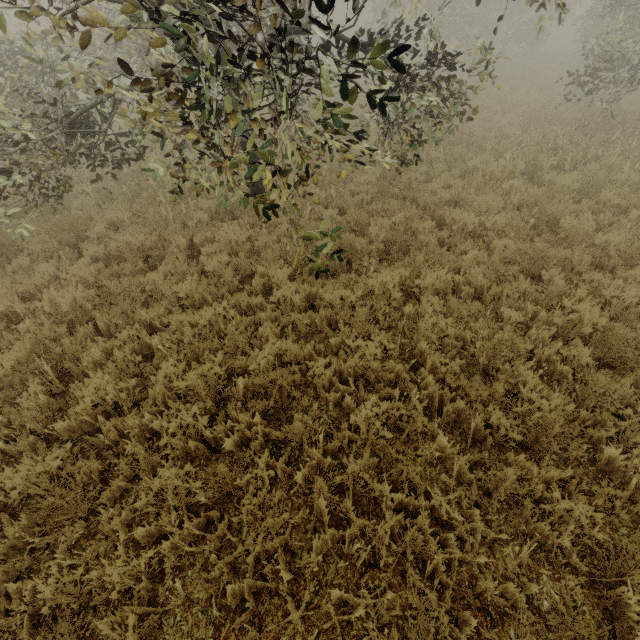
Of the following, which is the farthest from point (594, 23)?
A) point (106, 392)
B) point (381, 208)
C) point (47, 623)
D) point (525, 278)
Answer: point (47, 623)
